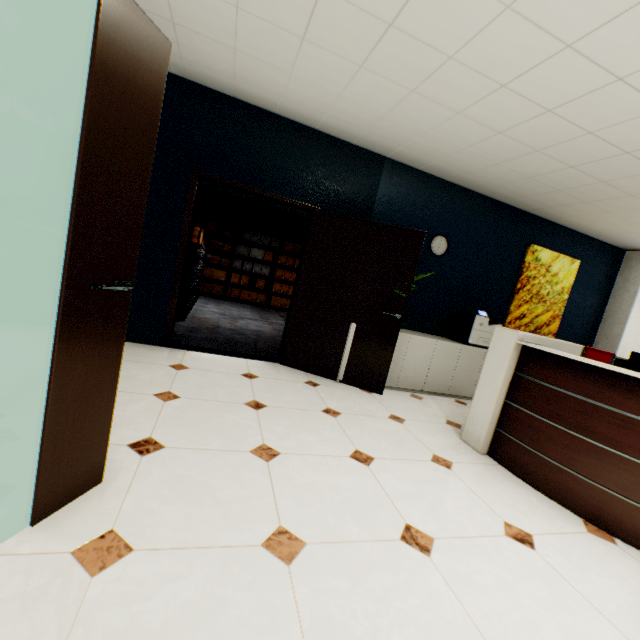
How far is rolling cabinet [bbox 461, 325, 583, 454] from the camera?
2.9 meters

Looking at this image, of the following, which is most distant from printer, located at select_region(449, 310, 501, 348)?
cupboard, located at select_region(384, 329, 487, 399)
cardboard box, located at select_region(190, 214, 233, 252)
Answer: cardboard box, located at select_region(190, 214, 233, 252)

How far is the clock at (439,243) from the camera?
4.7 meters

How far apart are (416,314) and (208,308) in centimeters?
469cm

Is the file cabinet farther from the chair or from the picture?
the chair

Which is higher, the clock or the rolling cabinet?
the clock

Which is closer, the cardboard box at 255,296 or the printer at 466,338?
the printer at 466,338

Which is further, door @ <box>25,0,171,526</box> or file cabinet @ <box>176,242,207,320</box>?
file cabinet @ <box>176,242,207,320</box>
